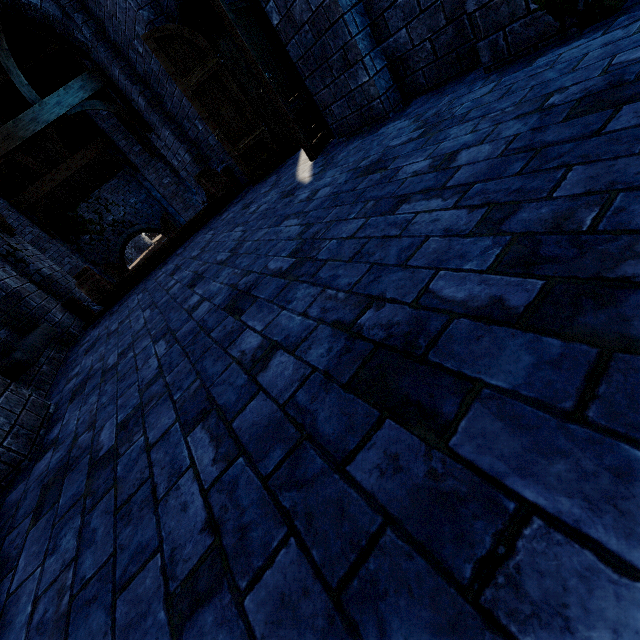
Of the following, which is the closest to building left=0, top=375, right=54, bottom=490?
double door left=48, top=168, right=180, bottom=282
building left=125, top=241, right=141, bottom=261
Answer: double door left=48, top=168, right=180, bottom=282

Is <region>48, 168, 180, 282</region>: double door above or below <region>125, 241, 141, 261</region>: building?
above

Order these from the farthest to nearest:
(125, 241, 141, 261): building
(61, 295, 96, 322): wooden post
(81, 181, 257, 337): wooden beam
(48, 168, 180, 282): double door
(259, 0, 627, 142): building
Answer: (125, 241, 141, 261): building → (48, 168, 180, 282): double door → (61, 295, 96, 322): wooden post → (81, 181, 257, 337): wooden beam → (259, 0, 627, 142): building

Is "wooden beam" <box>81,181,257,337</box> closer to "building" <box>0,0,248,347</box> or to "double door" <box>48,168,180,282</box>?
"building" <box>0,0,248,347</box>

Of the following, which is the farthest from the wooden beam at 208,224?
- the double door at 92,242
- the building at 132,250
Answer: the building at 132,250

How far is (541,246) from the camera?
0.97m

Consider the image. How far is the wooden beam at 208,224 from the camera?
5.6 meters

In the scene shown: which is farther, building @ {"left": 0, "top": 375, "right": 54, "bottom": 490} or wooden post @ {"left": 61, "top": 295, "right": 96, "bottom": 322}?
wooden post @ {"left": 61, "top": 295, "right": 96, "bottom": 322}
